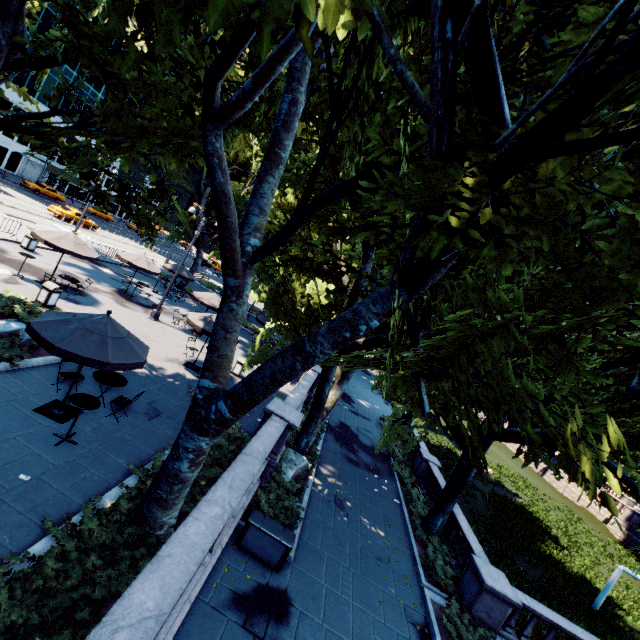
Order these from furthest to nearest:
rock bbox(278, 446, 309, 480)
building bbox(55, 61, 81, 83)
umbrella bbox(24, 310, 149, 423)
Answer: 1. building bbox(55, 61, 81, 83)
2. rock bbox(278, 446, 309, 480)
3. umbrella bbox(24, 310, 149, 423)

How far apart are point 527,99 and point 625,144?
1.3m

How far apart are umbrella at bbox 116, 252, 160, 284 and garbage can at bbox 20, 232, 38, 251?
4.3 meters

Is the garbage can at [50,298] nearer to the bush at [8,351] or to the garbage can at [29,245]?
the bush at [8,351]

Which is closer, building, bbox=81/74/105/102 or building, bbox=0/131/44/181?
building, bbox=0/131/44/181

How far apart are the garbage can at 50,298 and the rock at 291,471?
12.0m

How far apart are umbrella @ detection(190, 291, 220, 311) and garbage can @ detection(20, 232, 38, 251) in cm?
949

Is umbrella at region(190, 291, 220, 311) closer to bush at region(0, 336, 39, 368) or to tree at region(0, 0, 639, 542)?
tree at region(0, 0, 639, 542)
